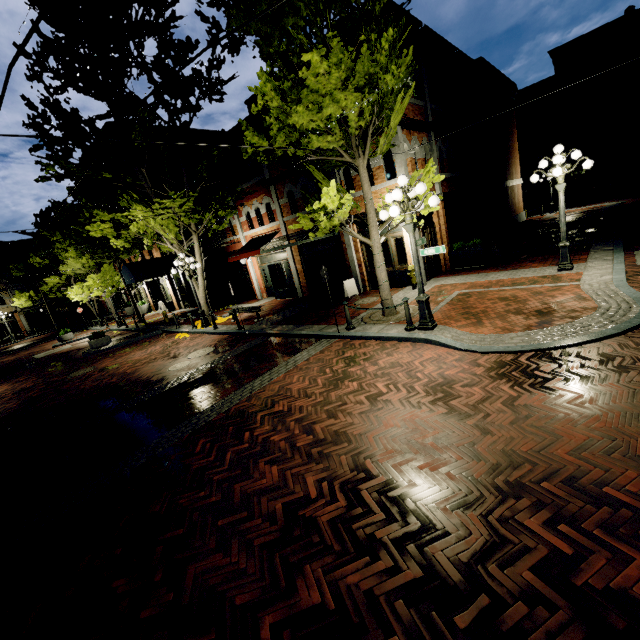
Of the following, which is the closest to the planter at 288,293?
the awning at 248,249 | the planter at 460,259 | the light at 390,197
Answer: the awning at 248,249

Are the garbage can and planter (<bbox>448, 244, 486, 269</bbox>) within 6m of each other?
yes

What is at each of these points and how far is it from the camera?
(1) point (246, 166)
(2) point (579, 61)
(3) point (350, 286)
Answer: (1) building, 18.02m
(2) building, 31.47m
(3) store sign, 14.30m

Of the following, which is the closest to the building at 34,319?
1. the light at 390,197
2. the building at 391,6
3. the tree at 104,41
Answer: the tree at 104,41

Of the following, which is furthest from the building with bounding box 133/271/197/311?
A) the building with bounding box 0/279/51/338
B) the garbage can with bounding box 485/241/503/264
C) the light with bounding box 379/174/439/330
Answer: the building with bounding box 0/279/51/338

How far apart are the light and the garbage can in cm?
702

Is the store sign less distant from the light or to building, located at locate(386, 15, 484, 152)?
building, located at locate(386, 15, 484, 152)

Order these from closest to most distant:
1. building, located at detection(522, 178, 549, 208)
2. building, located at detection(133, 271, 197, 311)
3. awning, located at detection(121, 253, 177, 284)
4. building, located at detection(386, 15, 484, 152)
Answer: building, located at detection(386, 15, 484, 152), awning, located at detection(121, 253, 177, 284), building, located at detection(133, 271, 197, 311), building, located at detection(522, 178, 549, 208)
